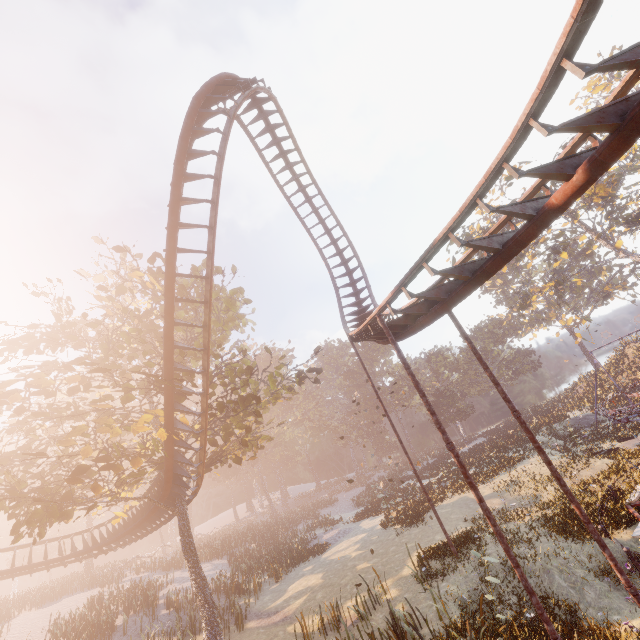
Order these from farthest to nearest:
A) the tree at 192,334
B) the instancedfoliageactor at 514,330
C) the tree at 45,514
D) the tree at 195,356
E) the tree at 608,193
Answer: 1. the instancedfoliageactor at 514,330
2. the tree at 608,193
3. the tree at 192,334
4. the tree at 195,356
5. the tree at 45,514

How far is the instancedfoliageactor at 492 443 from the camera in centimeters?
2530cm

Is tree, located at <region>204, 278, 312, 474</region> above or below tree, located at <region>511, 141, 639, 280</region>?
below

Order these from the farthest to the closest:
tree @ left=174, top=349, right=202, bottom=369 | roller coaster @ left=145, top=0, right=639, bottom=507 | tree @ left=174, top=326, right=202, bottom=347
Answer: tree @ left=174, top=326, right=202, bottom=347 → tree @ left=174, top=349, right=202, bottom=369 → roller coaster @ left=145, top=0, right=639, bottom=507

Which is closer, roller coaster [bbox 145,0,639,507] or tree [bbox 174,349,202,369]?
roller coaster [bbox 145,0,639,507]

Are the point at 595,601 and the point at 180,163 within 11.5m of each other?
no
